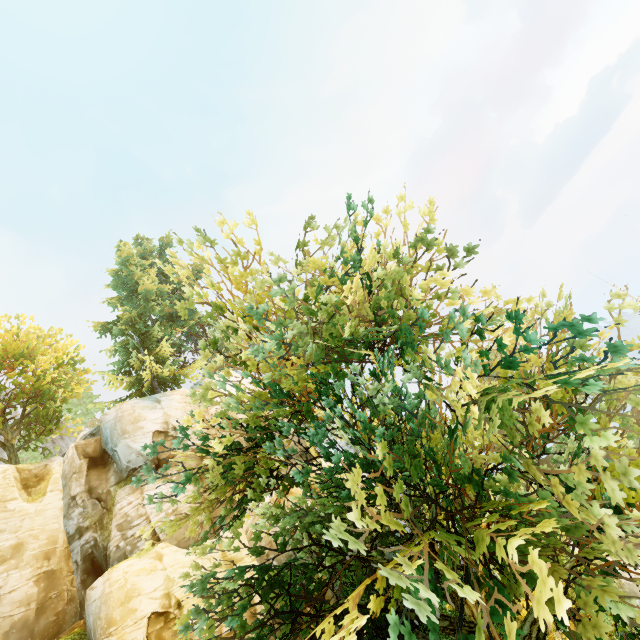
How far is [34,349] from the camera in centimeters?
2394cm
